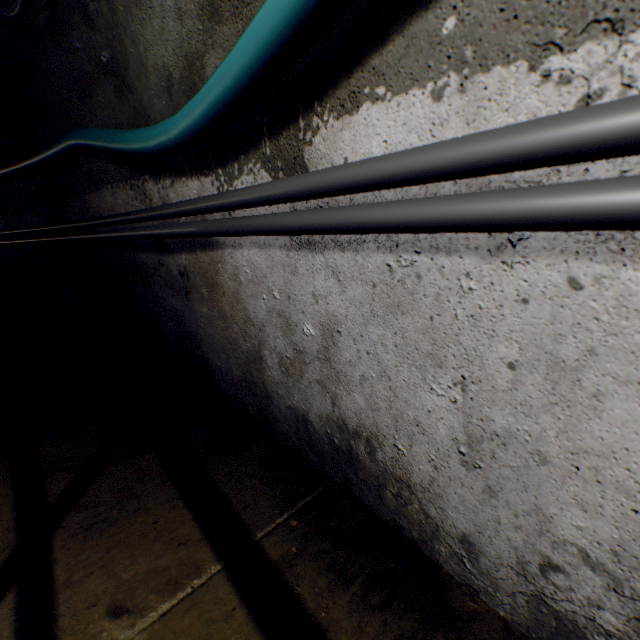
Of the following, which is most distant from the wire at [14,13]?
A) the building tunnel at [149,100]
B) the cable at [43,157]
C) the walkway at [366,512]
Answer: the walkway at [366,512]

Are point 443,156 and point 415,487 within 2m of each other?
yes

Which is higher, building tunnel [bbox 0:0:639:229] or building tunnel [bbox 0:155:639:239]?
building tunnel [bbox 0:0:639:229]

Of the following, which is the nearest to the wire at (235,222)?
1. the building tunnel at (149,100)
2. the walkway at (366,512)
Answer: the building tunnel at (149,100)

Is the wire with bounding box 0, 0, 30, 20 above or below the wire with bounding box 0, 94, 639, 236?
above

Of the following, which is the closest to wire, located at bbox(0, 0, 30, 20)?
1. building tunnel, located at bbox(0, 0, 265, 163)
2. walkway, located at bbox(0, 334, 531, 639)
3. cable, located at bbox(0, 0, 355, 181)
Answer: building tunnel, located at bbox(0, 0, 265, 163)

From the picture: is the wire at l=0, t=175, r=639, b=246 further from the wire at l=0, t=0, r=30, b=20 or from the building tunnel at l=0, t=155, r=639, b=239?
the wire at l=0, t=0, r=30, b=20

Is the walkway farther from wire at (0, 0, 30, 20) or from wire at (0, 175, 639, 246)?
wire at (0, 0, 30, 20)
